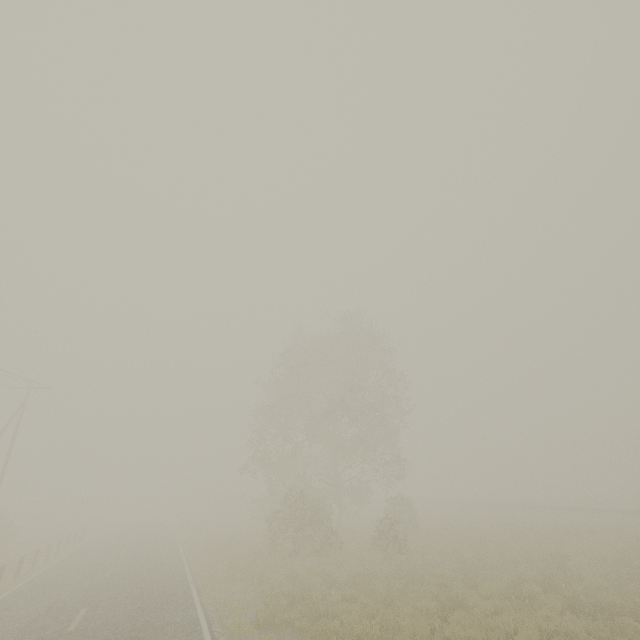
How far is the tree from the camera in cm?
1984

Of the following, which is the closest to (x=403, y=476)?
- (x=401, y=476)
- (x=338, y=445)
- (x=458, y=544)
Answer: (x=401, y=476)

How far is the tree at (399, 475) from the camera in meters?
19.8 m
